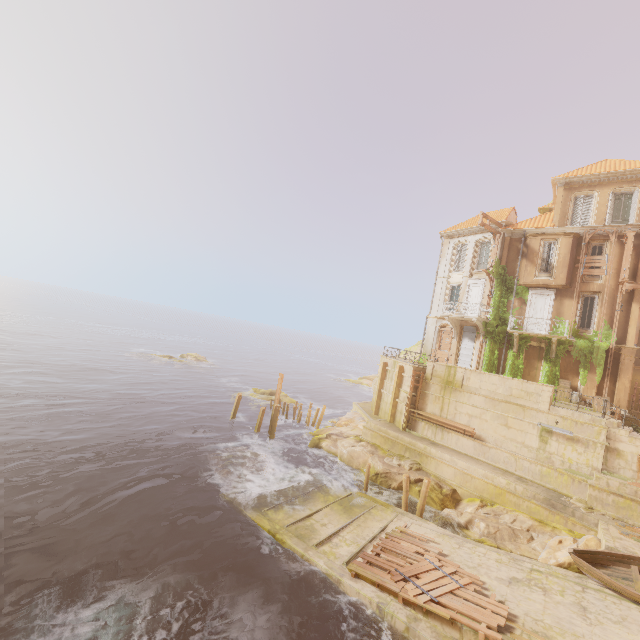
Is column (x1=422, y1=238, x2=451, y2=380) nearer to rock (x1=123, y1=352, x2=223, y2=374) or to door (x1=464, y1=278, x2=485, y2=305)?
door (x1=464, y1=278, x2=485, y2=305)

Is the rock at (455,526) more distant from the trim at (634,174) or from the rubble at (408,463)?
the trim at (634,174)

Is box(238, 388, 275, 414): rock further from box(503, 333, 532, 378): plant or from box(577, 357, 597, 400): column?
box(577, 357, 597, 400): column

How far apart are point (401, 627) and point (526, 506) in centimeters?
1076cm

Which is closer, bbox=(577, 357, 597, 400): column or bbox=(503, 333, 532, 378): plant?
bbox=(577, 357, 597, 400): column

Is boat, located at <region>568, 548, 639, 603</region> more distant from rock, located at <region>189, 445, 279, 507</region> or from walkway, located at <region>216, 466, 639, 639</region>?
rock, located at <region>189, 445, 279, 507</region>

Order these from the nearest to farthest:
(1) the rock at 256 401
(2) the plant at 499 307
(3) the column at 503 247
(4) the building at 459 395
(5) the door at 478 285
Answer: (4) the building at 459 395
(2) the plant at 499 307
(3) the column at 503 247
(5) the door at 478 285
(1) the rock at 256 401

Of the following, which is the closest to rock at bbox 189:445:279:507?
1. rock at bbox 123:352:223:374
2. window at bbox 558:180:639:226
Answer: window at bbox 558:180:639:226
